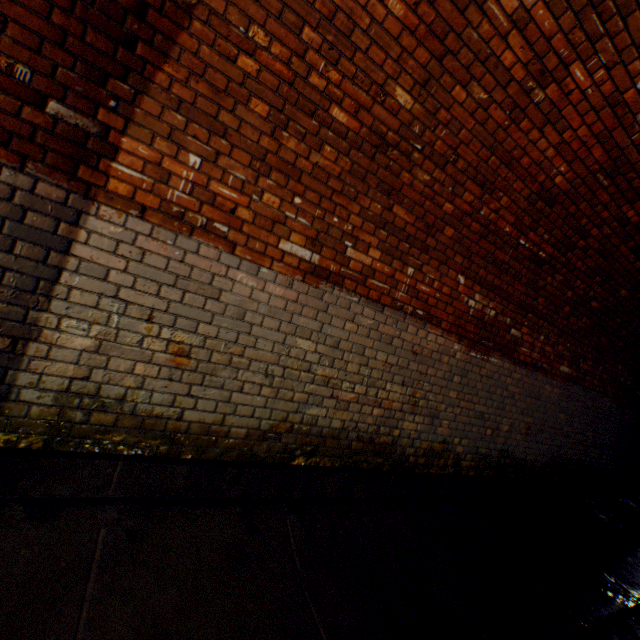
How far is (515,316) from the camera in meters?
4.3 m
